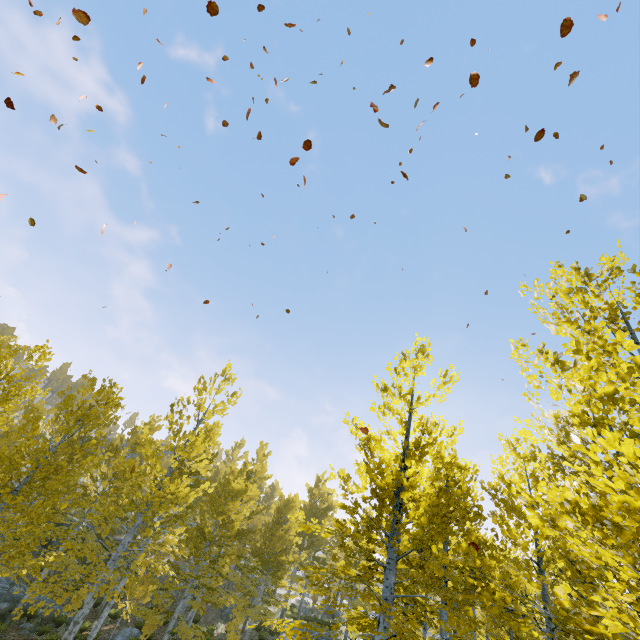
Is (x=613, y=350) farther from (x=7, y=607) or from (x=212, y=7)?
(x=7, y=607)

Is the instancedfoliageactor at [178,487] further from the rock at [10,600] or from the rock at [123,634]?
the rock at [123,634]

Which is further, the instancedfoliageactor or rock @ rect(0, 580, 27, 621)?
rock @ rect(0, 580, 27, 621)

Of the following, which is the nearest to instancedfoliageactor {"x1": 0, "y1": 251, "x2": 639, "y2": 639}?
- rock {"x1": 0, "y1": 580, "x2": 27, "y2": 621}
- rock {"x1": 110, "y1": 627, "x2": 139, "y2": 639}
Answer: rock {"x1": 0, "y1": 580, "x2": 27, "y2": 621}

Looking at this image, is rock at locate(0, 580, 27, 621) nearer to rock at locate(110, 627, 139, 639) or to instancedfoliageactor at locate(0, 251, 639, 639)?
instancedfoliageactor at locate(0, 251, 639, 639)

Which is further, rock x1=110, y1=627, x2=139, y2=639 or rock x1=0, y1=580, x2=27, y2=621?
rock x1=110, y1=627, x2=139, y2=639
